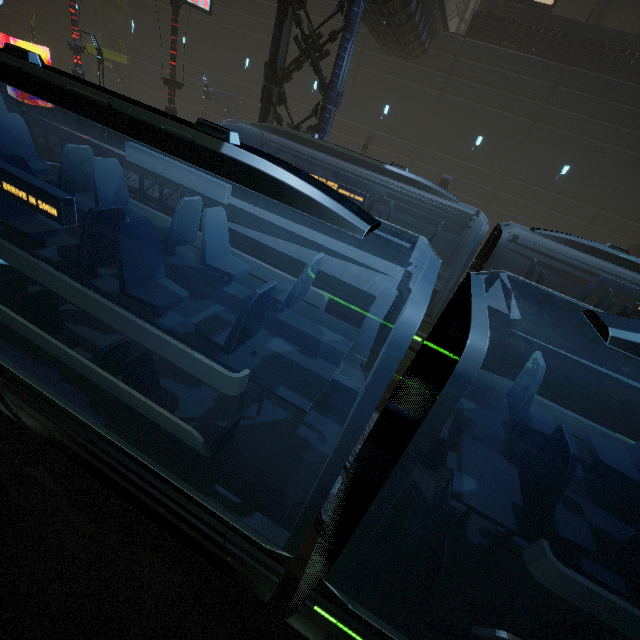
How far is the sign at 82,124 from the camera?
17.9 meters

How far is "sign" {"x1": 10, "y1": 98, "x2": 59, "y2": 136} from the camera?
17.89m

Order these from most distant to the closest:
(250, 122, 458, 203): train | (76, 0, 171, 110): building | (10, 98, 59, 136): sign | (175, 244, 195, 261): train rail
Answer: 1. (76, 0, 171, 110): building
2. (10, 98, 59, 136): sign
3. (175, 244, 195, 261): train rail
4. (250, 122, 458, 203): train

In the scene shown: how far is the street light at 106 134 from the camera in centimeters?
1733cm

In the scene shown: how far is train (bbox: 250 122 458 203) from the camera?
8.3 meters

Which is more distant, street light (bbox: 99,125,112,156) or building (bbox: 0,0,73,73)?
building (bbox: 0,0,73,73)

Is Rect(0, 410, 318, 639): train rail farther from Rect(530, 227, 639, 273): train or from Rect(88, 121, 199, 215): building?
Rect(530, 227, 639, 273): train

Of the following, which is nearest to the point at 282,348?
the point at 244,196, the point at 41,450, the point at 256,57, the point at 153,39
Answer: the point at 41,450
